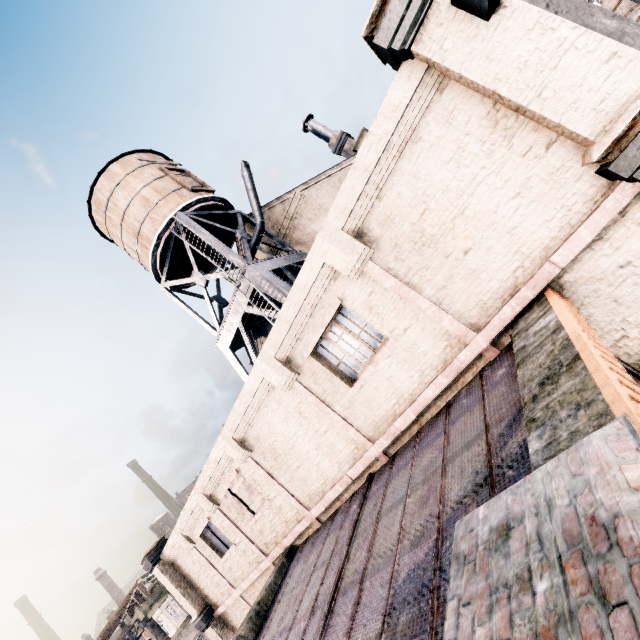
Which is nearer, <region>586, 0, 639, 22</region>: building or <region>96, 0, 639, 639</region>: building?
<region>96, 0, 639, 639</region>: building

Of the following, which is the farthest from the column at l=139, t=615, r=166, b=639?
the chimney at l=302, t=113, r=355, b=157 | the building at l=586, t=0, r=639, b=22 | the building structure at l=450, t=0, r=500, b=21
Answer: the building at l=586, t=0, r=639, b=22

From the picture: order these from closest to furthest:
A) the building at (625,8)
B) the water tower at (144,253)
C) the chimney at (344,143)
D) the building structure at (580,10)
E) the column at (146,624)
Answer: the building structure at (580,10), the water tower at (144,253), the chimney at (344,143), the column at (146,624), the building at (625,8)

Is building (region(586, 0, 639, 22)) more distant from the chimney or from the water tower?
the water tower

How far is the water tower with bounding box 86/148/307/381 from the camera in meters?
17.5

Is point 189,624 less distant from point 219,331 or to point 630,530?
point 219,331

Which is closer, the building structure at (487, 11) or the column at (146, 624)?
the building structure at (487, 11)

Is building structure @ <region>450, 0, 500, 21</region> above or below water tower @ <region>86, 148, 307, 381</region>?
below
